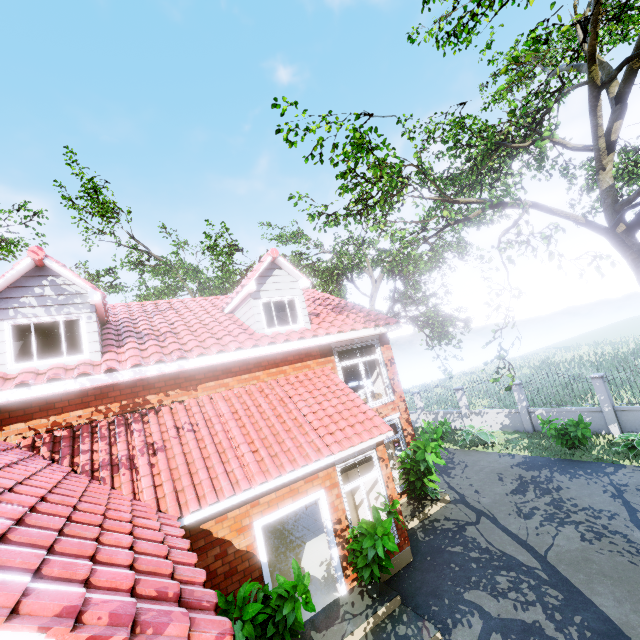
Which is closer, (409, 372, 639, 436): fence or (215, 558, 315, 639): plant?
(215, 558, 315, 639): plant

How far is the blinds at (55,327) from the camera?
7.5 meters

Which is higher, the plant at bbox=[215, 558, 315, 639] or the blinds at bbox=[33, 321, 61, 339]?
the blinds at bbox=[33, 321, 61, 339]

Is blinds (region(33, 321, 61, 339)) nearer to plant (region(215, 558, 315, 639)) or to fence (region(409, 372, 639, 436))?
plant (region(215, 558, 315, 639))

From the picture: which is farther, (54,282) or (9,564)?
(54,282)

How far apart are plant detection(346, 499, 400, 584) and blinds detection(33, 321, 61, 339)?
7.79m

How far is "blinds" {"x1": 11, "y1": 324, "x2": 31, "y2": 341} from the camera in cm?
732

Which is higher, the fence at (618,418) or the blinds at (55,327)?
the blinds at (55,327)
